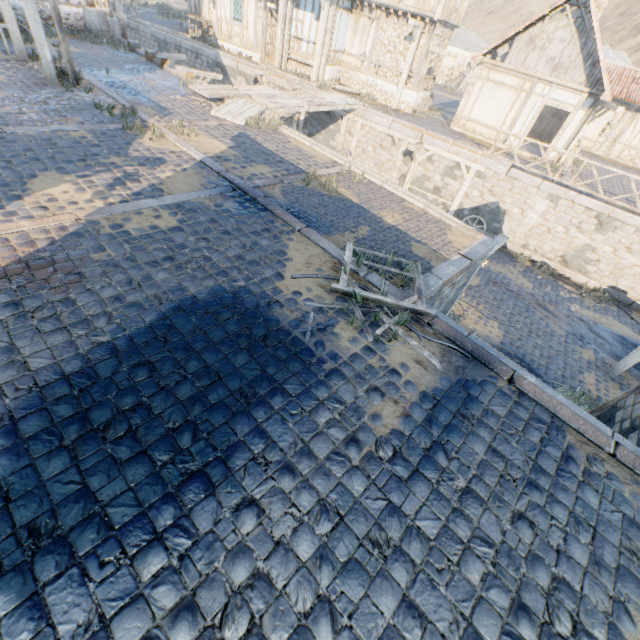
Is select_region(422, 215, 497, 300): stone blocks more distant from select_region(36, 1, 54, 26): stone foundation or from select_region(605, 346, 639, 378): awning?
select_region(36, 1, 54, 26): stone foundation

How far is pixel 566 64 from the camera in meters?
14.1

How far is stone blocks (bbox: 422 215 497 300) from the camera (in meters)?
6.31

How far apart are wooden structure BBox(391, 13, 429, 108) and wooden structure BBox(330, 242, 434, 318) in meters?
15.8 m

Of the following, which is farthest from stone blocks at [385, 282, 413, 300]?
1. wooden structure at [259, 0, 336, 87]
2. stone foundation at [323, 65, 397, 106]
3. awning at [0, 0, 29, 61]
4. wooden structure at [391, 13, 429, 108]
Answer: wooden structure at [391, 13, 429, 108]

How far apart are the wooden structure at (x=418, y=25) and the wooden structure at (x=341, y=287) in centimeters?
1580cm

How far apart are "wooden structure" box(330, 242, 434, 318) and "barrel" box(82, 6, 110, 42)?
18.3 meters

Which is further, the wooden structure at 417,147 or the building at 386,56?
the building at 386,56
